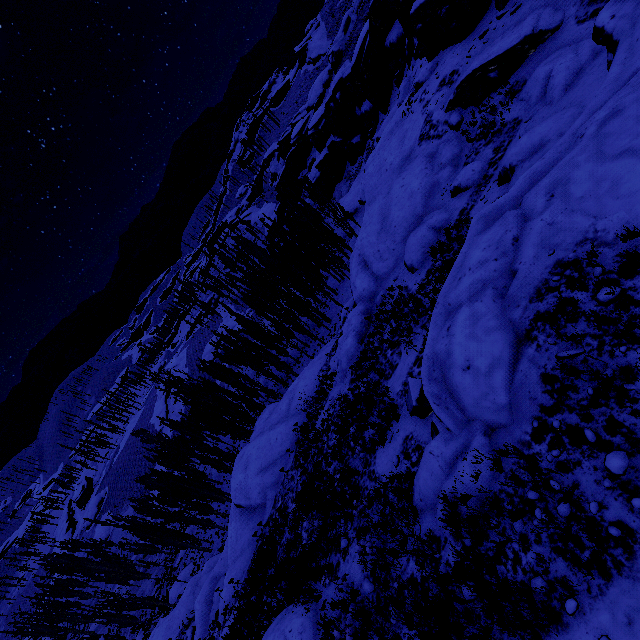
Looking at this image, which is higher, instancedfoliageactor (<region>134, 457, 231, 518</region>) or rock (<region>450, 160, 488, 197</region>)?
rock (<region>450, 160, 488, 197</region>)

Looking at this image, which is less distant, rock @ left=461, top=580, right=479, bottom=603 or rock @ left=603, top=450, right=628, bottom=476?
rock @ left=603, top=450, right=628, bottom=476

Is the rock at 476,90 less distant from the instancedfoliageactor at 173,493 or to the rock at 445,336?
the rock at 445,336

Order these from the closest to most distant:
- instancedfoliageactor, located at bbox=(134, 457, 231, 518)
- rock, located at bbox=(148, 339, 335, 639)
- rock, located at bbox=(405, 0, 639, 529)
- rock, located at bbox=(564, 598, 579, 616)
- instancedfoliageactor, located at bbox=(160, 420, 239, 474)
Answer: rock, located at bbox=(564, 598, 579, 616) → rock, located at bbox=(405, 0, 639, 529) → rock, located at bbox=(148, 339, 335, 639) → instancedfoliageactor, located at bbox=(134, 457, 231, 518) → instancedfoliageactor, located at bbox=(160, 420, 239, 474)

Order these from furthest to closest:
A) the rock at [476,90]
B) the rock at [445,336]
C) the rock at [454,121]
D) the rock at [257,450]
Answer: the rock at [257,450] < the rock at [454,121] < the rock at [476,90] < the rock at [445,336]

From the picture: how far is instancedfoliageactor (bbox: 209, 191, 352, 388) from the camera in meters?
34.5

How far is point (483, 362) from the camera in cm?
678

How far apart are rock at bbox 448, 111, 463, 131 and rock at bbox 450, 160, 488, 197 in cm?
292
